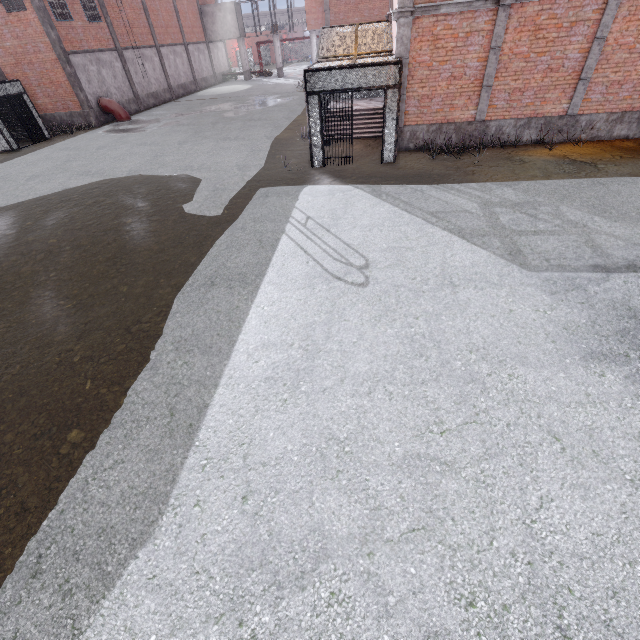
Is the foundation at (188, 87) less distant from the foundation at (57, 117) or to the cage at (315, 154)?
the cage at (315, 154)

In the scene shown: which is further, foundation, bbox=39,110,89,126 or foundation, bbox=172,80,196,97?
foundation, bbox=172,80,196,97

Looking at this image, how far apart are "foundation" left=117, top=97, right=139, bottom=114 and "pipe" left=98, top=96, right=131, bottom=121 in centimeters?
5cm

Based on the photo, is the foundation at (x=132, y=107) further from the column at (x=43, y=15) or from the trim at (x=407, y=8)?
the trim at (x=407, y=8)

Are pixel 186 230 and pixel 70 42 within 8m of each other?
no

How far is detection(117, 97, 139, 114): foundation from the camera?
25.0m

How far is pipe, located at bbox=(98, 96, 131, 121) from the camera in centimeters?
2262cm

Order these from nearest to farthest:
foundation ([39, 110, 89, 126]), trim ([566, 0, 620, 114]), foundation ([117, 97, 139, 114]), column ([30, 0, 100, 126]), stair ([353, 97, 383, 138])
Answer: trim ([566, 0, 620, 114]) → stair ([353, 97, 383, 138]) → column ([30, 0, 100, 126]) → foundation ([39, 110, 89, 126]) → foundation ([117, 97, 139, 114])
